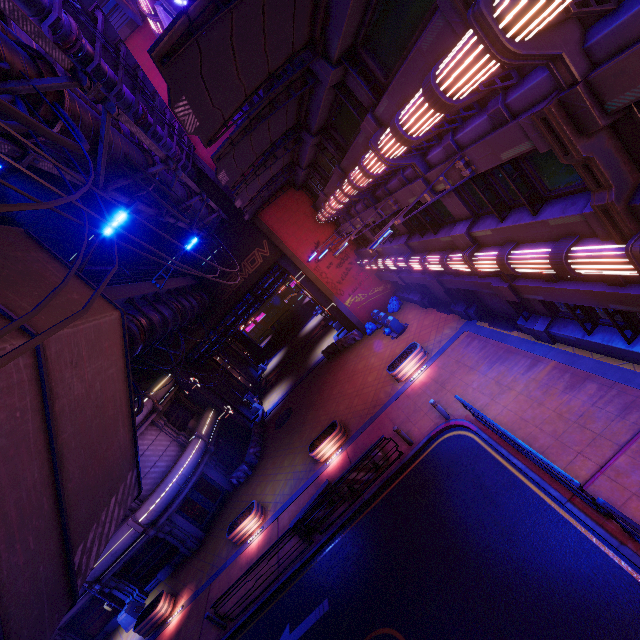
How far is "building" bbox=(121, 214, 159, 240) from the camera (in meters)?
22.25

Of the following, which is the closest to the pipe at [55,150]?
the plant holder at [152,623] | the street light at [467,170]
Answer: the street light at [467,170]

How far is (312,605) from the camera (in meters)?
11.41

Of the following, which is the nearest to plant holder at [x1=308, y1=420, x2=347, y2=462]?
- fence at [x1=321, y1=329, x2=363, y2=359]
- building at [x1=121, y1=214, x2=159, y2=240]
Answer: fence at [x1=321, y1=329, x2=363, y2=359]

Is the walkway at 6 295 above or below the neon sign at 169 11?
below

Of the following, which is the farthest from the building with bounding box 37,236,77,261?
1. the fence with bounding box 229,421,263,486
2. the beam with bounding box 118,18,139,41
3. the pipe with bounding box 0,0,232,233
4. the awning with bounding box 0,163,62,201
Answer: the fence with bounding box 229,421,263,486

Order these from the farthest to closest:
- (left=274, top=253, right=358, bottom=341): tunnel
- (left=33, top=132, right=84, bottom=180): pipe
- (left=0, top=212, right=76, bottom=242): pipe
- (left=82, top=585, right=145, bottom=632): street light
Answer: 1. (left=274, top=253, right=358, bottom=341): tunnel
2. (left=82, top=585, right=145, bottom=632): street light
3. (left=0, top=212, right=76, bottom=242): pipe
4. (left=33, top=132, right=84, bottom=180): pipe

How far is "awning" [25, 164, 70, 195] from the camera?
13.69m
